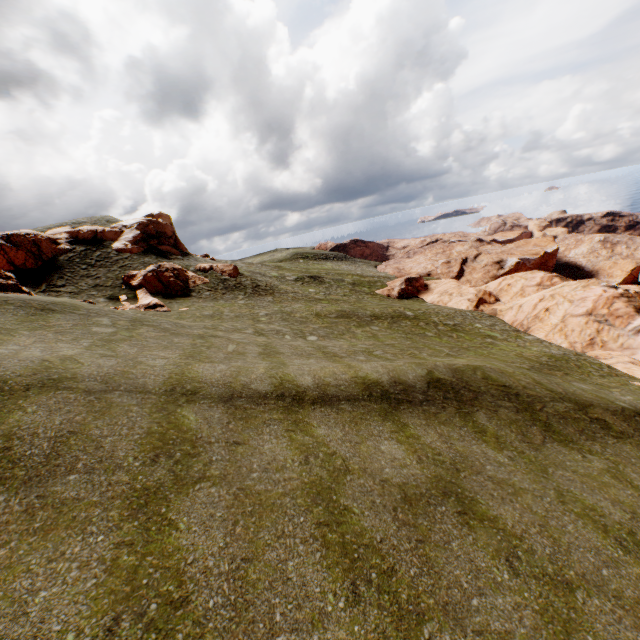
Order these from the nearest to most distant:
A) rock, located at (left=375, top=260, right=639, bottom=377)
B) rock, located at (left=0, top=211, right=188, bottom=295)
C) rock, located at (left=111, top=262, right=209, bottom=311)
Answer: rock, located at (left=375, top=260, right=639, bottom=377), rock, located at (left=111, top=262, right=209, bottom=311), rock, located at (left=0, top=211, right=188, bottom=295)

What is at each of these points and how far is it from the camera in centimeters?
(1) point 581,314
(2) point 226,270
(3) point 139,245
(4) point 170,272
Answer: (1) rock, 2947cm
(2) rock, 3972cm
(3) rock, 3866cm
(4) rock, 3438cm

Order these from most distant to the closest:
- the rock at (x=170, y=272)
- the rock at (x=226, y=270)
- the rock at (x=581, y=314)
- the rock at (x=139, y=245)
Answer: the rock at (x=226, y=270) < the rock at (x=139, y=245) < the rock at (x=170, y=272) < the rock at (x=581, y=314)

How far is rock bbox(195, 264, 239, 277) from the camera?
38.7m

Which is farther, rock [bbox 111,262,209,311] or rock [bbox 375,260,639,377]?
rock [bbox 111,262,209,311]

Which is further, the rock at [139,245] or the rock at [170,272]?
the rock at [139,245]
